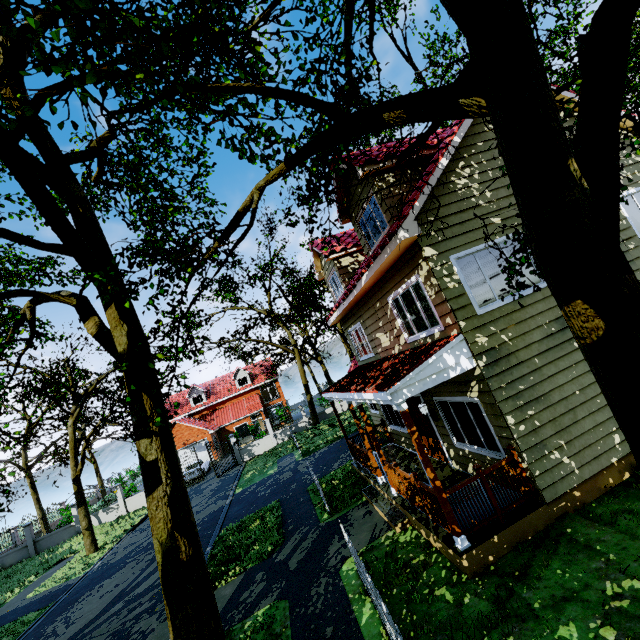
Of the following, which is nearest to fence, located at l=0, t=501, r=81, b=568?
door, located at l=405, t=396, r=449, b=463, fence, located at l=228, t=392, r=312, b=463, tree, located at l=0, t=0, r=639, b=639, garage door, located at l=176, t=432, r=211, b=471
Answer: tree, located at l=0, t=0, r=639, b=639

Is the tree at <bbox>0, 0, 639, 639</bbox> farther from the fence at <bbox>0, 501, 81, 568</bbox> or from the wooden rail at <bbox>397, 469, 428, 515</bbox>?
the wooden rail at <bbox>397, 469, 428, 515</bbox>

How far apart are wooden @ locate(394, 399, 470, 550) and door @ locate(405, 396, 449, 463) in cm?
343

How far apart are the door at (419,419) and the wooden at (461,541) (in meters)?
3.43

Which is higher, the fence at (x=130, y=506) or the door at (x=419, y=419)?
the door at (x=419, y=419)

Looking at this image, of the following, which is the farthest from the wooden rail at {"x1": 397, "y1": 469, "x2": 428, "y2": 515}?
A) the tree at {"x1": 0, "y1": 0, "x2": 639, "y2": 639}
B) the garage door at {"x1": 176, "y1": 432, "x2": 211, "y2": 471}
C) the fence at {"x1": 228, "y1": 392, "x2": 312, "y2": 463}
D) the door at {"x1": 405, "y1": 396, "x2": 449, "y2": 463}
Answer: the garage door at {"x1": 176, "y1": 432, "x2": 211, "y2": 471}

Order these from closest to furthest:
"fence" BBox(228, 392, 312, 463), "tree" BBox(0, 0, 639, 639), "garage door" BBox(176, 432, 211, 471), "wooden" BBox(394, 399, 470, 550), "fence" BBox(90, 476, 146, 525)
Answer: "tree" BBox(0, 0, 639, 639)
"wooden" BBox(394, 399, 470, 550)
"fence" BBox(90, 476, 146, 525)
"fence" BBox(228, 392, 312, 463)
"garage door" BBox(176, 432, 211, 471)

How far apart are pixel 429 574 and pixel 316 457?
12.8 meters
